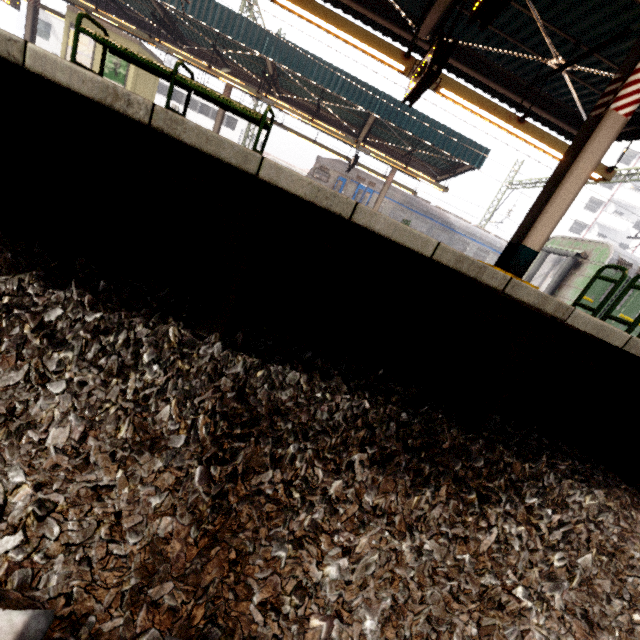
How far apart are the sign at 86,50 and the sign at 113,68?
0.3 meters

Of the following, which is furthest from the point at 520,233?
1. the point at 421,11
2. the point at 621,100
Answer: the point at 421,11

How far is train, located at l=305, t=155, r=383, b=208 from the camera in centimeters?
2134cm

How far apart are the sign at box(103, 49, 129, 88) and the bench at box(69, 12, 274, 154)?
15.6m

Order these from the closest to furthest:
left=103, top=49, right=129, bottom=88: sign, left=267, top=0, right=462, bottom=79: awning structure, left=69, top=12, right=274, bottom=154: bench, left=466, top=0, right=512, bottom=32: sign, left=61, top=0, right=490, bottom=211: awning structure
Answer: left=466, top=0, right=512, bottom=32: sign < left=69, top=12, right=274, bottom=154: bench < left=267, top=0, right=462, bottom=79: awning structure < left=61, top=0, right=490, bottom=211: awning structure < left=103, top=49, right=129, bottom=88: sign

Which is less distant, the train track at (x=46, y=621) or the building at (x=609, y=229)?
the train track at (x=46, y=621)

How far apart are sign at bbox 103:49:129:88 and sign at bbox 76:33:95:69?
0.30m

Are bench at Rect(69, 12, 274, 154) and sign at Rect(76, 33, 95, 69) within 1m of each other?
no
